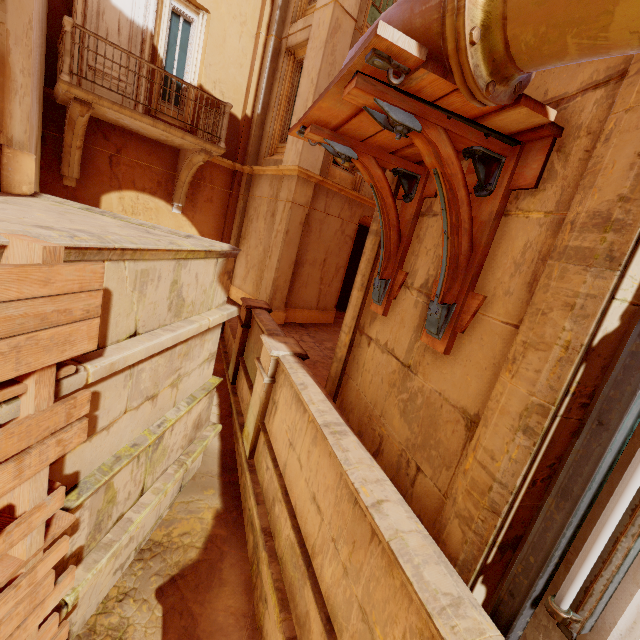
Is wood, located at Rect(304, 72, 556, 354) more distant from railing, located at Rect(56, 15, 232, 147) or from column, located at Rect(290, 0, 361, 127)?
railing, located at Rect(56, 15, 232, 147)

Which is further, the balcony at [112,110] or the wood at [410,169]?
the balcony at [112,110]

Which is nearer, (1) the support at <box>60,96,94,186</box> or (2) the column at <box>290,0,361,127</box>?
(1) the support at <box>60,96,94,186</box>

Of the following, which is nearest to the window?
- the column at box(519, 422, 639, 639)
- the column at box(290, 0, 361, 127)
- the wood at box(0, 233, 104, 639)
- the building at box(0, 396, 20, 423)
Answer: the column at box(290, 0, 361, 127)

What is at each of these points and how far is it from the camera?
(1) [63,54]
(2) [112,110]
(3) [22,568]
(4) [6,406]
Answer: (1) railing, 6.4 meters
(2) balcony, 7.1 meters
(3) wood, 2.2 meters
(4) building, 1.8 meters

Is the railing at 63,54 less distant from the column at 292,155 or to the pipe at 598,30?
the column at 292,155

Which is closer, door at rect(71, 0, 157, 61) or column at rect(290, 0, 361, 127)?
door at rect(71, 0, 157, 61)

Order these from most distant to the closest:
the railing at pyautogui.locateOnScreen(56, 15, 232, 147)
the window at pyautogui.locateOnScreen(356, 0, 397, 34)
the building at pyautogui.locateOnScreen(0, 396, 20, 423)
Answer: the window at pyautogui.locateOnScreen(356, 0, 397, 34) → the railing at pyautogui.locateOnScreen(56, 15, 232, 147) → the building at pyautogui.locateOnScreen(0, 396, 20, 423)
